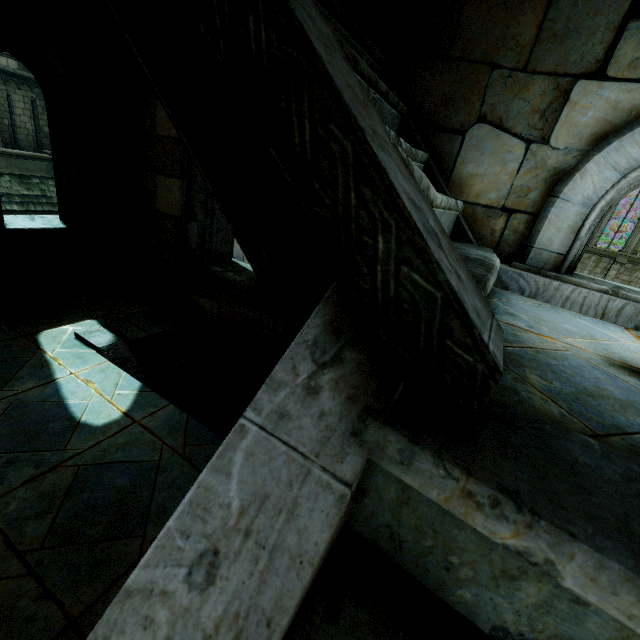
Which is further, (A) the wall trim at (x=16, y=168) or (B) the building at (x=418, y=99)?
(A) the wall trim at (x=16, y=168)

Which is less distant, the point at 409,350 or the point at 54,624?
the point at 409,350

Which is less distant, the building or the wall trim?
the building
